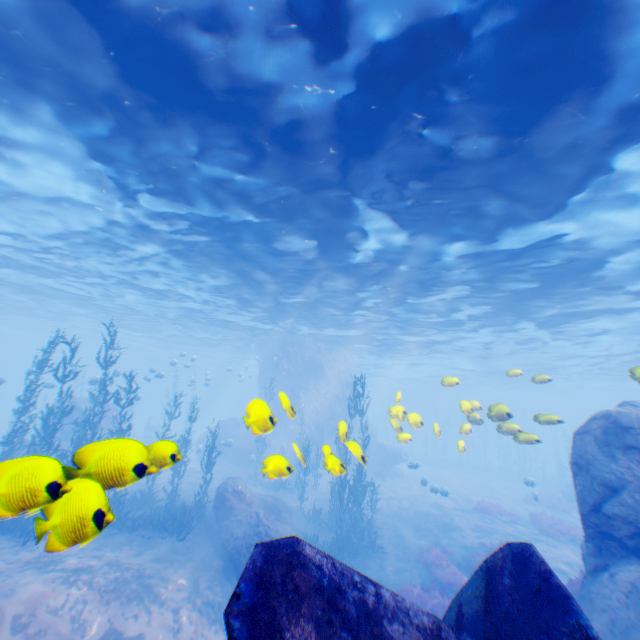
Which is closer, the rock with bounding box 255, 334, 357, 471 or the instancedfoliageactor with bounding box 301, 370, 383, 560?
the rock with bounding box 255, 334, 357, 471

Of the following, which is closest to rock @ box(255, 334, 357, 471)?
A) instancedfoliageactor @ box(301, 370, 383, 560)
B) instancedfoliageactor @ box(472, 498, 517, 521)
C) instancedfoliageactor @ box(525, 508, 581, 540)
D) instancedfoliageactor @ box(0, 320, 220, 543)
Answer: instancedfoliageactor @ box(0, 320, 220, 543)

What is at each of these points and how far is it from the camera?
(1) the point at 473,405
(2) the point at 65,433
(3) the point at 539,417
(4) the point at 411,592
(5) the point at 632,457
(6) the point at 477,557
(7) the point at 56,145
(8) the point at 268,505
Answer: (1) light, 11.8m
(2) rock, 22.2m
(3) light, 9.2m
(4) instancedfoliageactor, 12.8m
(5) rock, 8.8m
(6) instancedfoliageactor, 14.9m
(7) light, 10.3m
(8) rock, 16.1m

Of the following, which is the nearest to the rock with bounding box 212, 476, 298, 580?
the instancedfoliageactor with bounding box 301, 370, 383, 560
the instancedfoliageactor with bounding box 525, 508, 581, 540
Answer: the instancedfoliageactor with bounding box 301, 370, 383, 560

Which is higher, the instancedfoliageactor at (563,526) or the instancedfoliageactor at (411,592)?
the instancedfoliageactor at (563,526)

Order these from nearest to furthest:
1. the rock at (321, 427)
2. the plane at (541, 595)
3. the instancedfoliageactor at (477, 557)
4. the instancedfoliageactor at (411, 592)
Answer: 1. the plane at (541, 595)
2. the rock at (321, 427)
3. the instancedfoliageactor at (411, 592)
4. the instancedfoliageactor at (477, 557)

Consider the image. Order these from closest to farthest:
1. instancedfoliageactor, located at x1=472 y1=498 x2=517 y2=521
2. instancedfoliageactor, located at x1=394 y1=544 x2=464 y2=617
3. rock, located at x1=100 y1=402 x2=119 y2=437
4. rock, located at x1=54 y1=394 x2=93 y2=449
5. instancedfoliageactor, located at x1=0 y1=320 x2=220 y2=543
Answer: instancedfoliageactor, located at x1=0 y1=320 x2=220 y2=543 < instancedfoliageactor, located at x1=394 y1=544 x2=464 y2=617 < rock, located at x1=54 y1=394 x2=93 y2=449 < instancedfoliageactor, located at x1=472 y1=498 x2=517 y2=521 < rock, located at x1=100 y1=402 x2=119 y2=437

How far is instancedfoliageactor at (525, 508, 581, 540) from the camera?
18.2m
